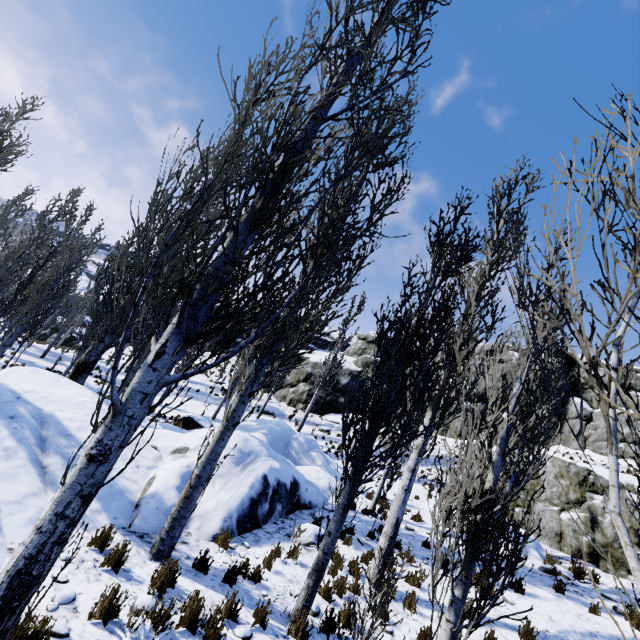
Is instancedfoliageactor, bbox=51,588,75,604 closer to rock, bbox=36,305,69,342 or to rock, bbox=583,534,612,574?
rock, bbox=36,305,69,342

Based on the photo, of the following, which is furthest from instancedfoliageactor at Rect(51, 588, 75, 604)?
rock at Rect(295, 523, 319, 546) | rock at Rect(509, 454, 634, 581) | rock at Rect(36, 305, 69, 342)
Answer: rock at Rect(509, 454, 634, 581)

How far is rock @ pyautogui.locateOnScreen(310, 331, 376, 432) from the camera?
28.8 meters

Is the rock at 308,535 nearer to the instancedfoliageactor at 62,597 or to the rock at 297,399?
the instancedfoliageactor at 62,597

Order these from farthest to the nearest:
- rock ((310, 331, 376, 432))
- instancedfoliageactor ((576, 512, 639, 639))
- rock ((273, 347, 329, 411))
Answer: rock ((273, 347, 329, 411))
rock ((310, 331, 376, 432))
instancedfoliageactor ((576, 512, 639, 639))

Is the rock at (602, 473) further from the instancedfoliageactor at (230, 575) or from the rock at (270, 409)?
the rock at (270, 409)

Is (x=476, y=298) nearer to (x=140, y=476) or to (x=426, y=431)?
(x=426, y=431)
